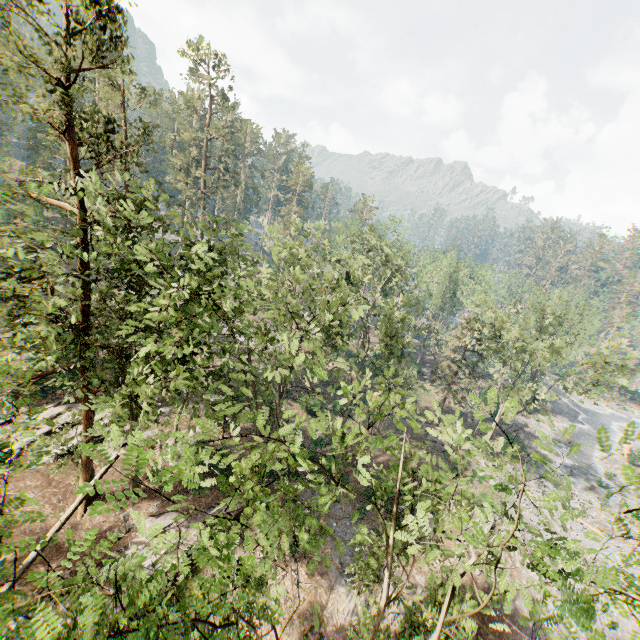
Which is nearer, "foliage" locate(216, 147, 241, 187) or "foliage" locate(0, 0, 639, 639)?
"foliage" locate(0, 0, 639, 639)

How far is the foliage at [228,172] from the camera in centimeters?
4445cm

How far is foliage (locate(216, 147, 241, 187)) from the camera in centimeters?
4445cm

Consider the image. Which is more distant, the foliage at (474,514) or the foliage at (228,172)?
the foliage at (228,172)

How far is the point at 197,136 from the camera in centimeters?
4306cm
